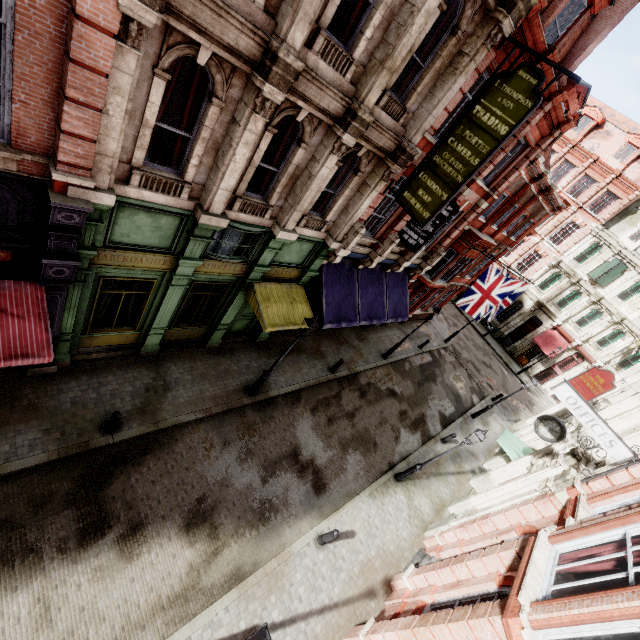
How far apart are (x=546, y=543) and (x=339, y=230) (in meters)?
10.11

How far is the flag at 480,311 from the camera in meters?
16.9

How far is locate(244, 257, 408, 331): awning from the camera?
11.51m

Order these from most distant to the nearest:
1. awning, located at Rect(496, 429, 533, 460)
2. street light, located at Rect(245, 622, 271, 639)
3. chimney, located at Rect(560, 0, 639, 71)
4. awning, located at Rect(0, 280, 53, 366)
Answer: awning, located at Rect(496, 429, 533, 460)
chimney, located at Rect(560, 0, 639, 71)
awning, located at Rect(0, 280, 53, 366)
street light, located at Rect(245, 622, 271, 639)

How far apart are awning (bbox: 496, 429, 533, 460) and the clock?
4.05m

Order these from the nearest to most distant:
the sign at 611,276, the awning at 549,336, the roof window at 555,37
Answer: the roof window at 555,37
the sign at 611,276
the awning at 549,336

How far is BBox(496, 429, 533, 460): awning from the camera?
16.2 meters

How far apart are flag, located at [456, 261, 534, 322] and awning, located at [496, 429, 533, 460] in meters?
6.0 m
